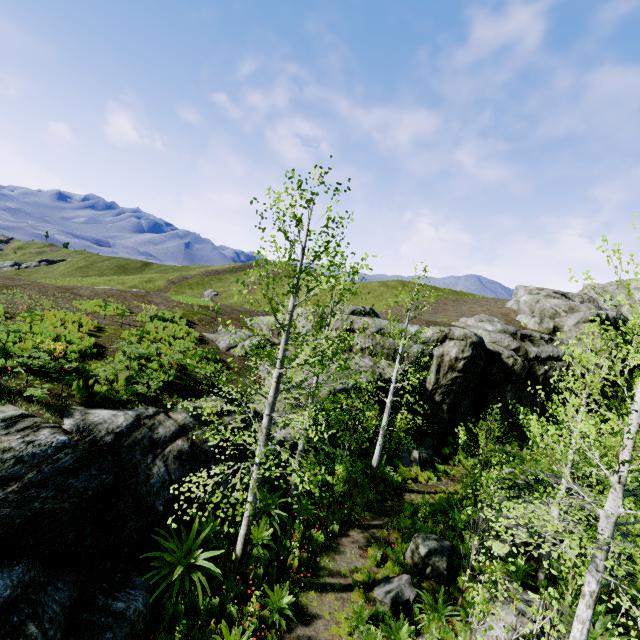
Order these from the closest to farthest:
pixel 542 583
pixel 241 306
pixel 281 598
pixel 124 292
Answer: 1. pixel 542 583
2. pixel 281 598
3. pixel 124 292
4. pixel 241 306

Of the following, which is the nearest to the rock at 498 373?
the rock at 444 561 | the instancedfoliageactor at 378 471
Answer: the instancedfoliageactor at 378 471

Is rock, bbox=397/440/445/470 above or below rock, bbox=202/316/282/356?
below

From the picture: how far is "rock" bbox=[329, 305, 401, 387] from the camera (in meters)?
18.73

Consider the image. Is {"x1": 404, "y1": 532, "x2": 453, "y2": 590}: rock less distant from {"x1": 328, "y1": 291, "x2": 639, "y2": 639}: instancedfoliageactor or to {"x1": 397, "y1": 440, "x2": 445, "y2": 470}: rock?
{"x1": 328, "y1": 291, "x2": 639, "y2": 639}: instancedfoliageactor

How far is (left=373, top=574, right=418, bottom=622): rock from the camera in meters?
8.9 m

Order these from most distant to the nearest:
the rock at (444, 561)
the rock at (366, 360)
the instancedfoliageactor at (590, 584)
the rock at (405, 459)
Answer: the rock at (366, 360), the rock at (405, 459), the rock at (444, 561), the instancedfoliageactor at (590, 584)
